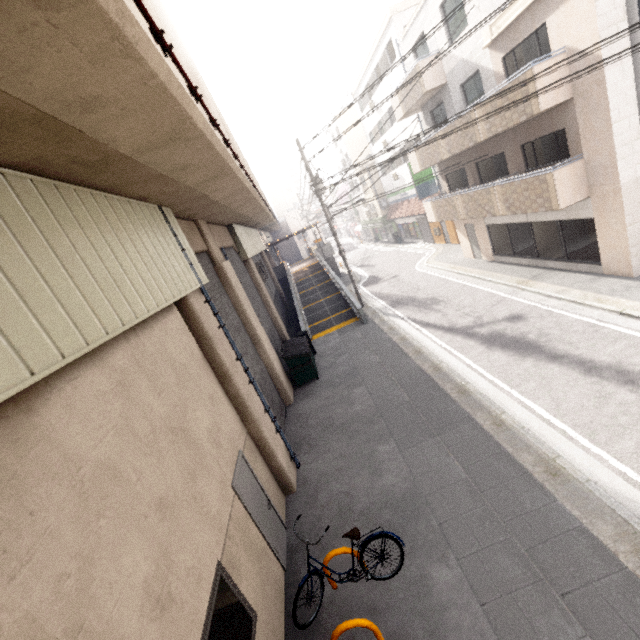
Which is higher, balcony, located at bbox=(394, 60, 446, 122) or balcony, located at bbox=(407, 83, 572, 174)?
balcony, located at bbox=(394, 60, 446, 122)

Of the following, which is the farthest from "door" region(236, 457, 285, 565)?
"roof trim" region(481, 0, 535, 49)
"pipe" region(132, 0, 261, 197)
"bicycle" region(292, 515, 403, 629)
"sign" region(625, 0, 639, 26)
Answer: "roof trim" region(481, 0, 535, 49)

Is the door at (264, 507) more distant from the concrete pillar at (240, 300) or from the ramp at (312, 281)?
the ramp at (312, 281)

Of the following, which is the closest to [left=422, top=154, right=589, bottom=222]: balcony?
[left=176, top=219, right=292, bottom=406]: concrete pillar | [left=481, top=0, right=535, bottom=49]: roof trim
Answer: [left=481, top=0, right=535, bottom=49]: roof trim

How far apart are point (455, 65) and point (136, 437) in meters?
17.5

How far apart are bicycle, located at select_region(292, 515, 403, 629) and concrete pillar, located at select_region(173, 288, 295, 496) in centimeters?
208cm

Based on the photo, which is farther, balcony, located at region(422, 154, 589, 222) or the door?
balcony, located at region(422, 154, 589, 222)

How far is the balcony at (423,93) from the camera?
14.3m
